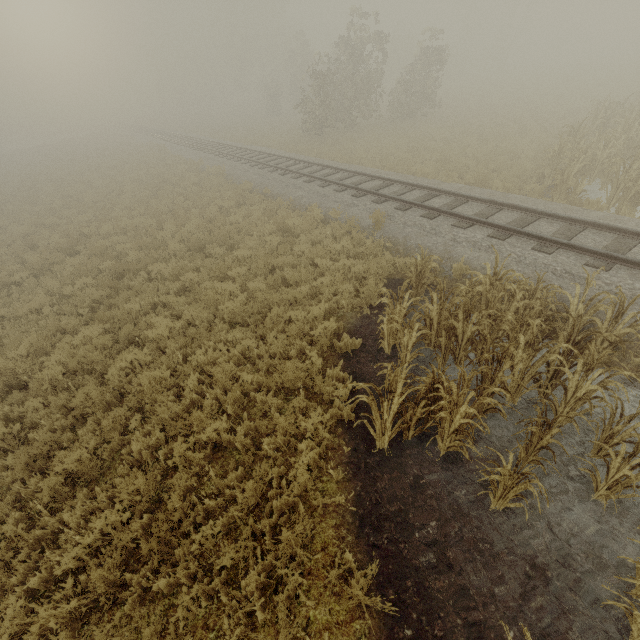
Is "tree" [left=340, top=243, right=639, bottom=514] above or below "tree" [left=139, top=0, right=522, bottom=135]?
below

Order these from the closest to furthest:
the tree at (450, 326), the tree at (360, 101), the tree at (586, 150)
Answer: the tree at (450, 326), the tree at (586, 150), the tree at (360, 101)

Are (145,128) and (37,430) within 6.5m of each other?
no

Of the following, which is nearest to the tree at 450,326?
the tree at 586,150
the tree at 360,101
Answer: the tree at 586,150

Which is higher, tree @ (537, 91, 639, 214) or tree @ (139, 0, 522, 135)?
tree @ (139, 0, 522, 135)

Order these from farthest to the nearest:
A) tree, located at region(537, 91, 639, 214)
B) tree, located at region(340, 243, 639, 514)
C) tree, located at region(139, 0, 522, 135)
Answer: tree, located at region(139, 0, 522, 135), tree, located at region(537, 91, 639, 214), tree, located at region(340, 243, 639, 514)

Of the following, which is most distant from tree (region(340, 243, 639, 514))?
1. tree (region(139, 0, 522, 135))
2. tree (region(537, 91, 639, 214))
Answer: tree (region(139, 0, 522, 135))

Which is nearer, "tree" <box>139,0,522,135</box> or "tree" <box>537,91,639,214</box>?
"tree" <box>537,91,639,214</box>
